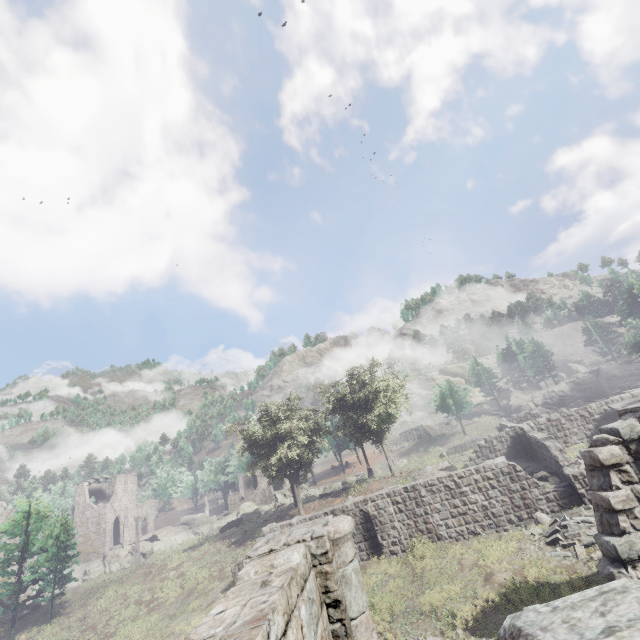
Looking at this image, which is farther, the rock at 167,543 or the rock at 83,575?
the rock at 83,575

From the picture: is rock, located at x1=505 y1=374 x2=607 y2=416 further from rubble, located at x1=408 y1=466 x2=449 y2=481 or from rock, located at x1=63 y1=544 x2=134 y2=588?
rock, located at x1=63 y1=544 x2=134 y2=588

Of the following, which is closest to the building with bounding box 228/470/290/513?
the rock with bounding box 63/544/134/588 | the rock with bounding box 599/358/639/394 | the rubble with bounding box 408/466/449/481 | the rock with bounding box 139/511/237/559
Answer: the rock with bounding box 139/511/237/559

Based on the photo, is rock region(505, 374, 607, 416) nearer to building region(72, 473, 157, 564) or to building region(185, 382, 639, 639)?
building region(185, 382, 639, 639)

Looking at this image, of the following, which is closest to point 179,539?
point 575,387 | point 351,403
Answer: point 351,403

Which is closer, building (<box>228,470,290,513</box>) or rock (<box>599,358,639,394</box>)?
rock (<box>599,358,639,394</box>)

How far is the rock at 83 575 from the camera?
41.8m

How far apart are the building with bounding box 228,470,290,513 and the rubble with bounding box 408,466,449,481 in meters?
30.5 m
